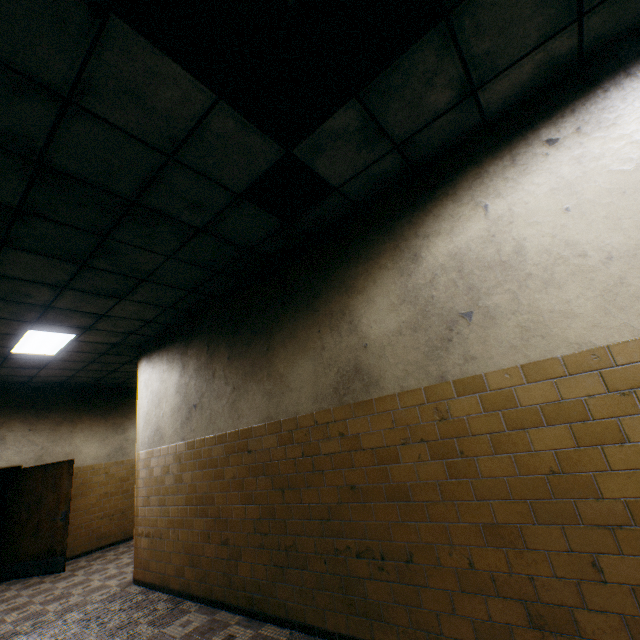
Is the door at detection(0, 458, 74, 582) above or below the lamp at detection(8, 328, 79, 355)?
below

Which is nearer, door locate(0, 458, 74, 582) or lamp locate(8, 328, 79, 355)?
lamp locate(8, 328, 79, 355)

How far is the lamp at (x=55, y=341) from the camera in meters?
5.1 m

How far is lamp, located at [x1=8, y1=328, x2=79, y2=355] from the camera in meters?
5.1

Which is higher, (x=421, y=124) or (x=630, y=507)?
(x=421, y=124)

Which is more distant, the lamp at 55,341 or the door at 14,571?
the door at 14,571
